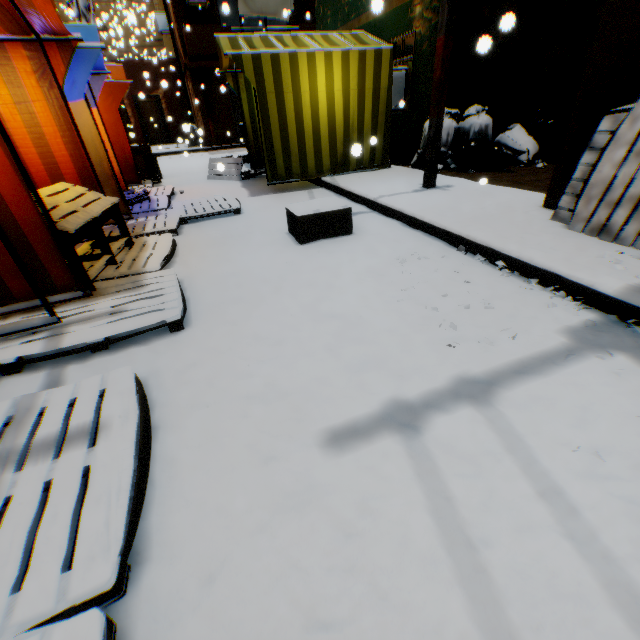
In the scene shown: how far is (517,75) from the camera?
6.9 meters

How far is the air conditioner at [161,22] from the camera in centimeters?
1778cm

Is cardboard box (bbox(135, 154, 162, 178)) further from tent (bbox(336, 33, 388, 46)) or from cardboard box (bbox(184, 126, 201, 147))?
cardboard box (bbox(184, 126, 201, 147))

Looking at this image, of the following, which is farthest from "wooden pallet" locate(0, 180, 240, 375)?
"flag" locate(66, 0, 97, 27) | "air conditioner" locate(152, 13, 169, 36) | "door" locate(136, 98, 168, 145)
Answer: "air conditioner" locate(152, 13, 169, 36)

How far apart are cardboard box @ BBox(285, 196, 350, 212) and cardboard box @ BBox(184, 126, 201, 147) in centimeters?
1367cm

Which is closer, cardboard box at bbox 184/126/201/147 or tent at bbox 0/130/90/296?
tent at bbox 0/130/90/296

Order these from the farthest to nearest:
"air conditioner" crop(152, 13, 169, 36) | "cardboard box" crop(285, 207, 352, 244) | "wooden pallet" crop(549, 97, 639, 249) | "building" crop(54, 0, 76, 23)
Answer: "building" crop(54, 0, 76, 23)
"air conditioner" crop(152, 13, 169, 36)
"cardboard box" crop(285, 207, 352, 244)
"wooden pallet" crop(549, 97, 639, 249)

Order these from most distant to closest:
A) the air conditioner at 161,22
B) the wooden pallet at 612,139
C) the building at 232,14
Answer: the air conditioner at 161,22 → the building at 232,14 → the wooden pallet at 612,139
